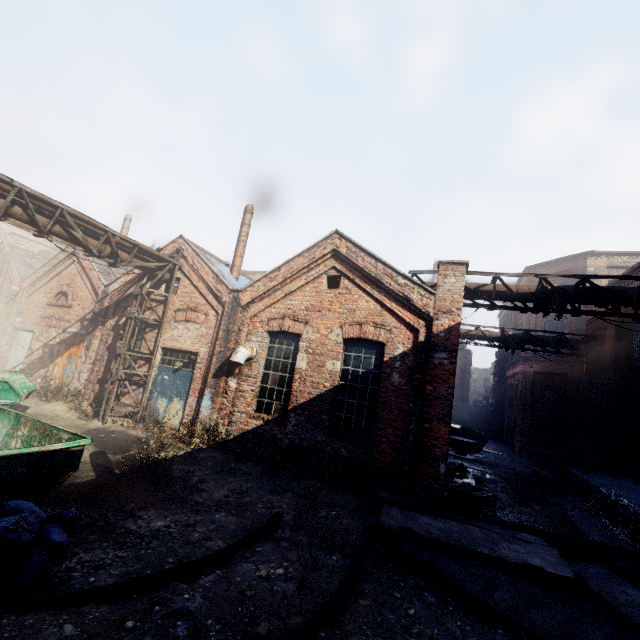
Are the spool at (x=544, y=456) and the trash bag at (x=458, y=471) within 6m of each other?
no

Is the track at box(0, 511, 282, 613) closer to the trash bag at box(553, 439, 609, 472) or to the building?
the building

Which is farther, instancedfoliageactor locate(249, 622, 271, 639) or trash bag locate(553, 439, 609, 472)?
trash bag locate(553, 439, 609, 472)

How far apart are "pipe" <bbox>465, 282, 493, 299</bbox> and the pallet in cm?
496

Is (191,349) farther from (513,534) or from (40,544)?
(513,534)

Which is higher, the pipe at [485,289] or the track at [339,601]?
the pipe at [485,289]

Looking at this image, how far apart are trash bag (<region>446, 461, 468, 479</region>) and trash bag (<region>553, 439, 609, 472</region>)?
4.1m

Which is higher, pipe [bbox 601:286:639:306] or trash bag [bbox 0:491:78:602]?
pipe [bbox 601:286:639:306]
